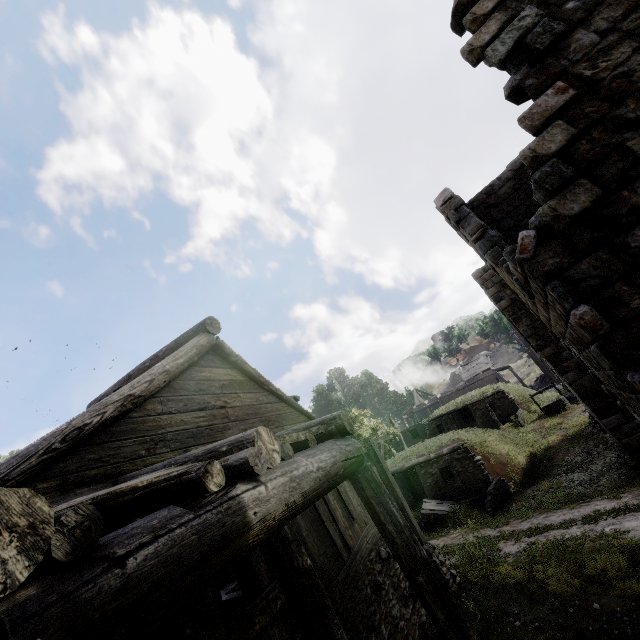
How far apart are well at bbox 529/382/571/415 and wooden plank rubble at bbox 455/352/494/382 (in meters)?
24.85

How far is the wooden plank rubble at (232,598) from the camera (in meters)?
8.34

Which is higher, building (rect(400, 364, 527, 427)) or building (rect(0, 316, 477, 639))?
building (rect(400, 364, 527, 427))

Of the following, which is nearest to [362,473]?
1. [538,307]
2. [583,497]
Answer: [538,307]

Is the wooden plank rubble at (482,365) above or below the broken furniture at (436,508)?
above

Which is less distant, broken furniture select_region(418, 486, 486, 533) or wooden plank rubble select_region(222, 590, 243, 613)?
wooden plank rubble select_region(222, 590, 243, 613)

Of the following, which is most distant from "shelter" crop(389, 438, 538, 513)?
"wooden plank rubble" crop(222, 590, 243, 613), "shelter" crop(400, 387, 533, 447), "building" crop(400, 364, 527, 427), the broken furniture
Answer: "building" crop(400, 364, 527, 427)

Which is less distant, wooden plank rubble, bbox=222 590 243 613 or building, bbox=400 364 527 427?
wooden plank rubble, bbox=222 590 243 613
